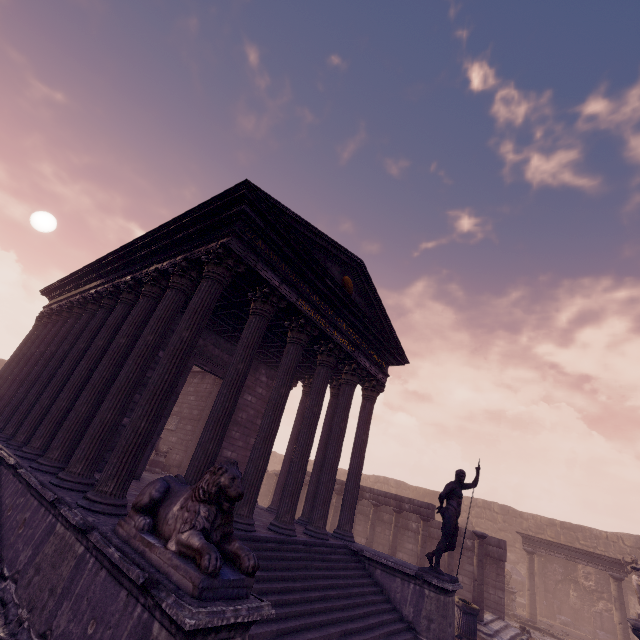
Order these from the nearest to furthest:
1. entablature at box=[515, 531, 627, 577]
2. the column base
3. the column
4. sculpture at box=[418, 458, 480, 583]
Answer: sculpture at box=[418, 458, 480, 583], the column base, the column, entablature at box=[515, 531, 627, 577]

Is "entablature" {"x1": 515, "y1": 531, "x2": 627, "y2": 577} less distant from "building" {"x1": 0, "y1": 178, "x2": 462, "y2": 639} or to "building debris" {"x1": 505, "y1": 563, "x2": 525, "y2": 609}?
"building debris" {"x1": 505, "y1": 563, "x2": 525, "y2": 609}

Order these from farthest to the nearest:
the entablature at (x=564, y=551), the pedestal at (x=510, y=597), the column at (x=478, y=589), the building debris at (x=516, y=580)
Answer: the building debris at (x=516, y=580), the pedestal at (x=510, y=597), the entablature at (x=564, y=551), the column at (x=478, y=589)

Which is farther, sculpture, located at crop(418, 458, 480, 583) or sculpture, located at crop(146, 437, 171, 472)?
sculpture, located at crop(146, 437, 171, 472)

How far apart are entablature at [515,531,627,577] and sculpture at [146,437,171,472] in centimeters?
1784cm

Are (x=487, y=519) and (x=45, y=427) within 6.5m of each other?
no

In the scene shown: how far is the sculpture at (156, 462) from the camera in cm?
1277

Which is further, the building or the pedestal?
the pedestal
